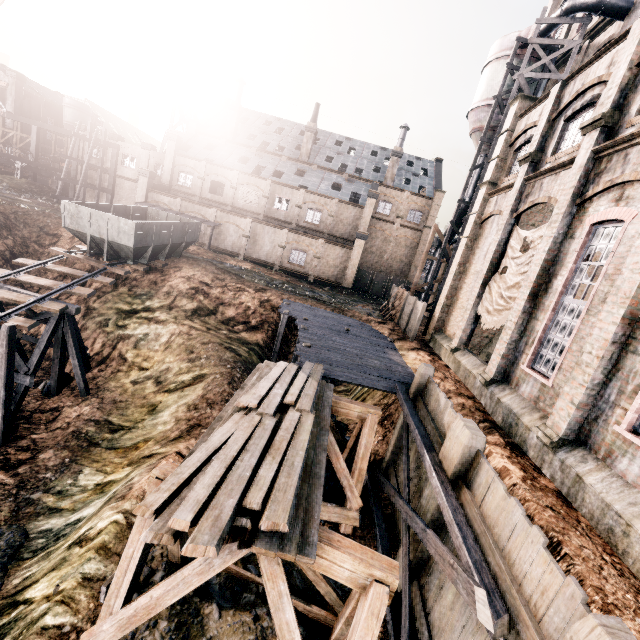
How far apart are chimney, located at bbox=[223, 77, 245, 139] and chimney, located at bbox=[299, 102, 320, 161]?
9.47m

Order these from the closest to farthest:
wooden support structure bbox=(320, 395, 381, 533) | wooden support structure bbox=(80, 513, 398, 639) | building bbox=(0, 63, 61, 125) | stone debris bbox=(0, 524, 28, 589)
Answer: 1. wooden support structure bbox=(80, 513, 398, 639)
2. stone debris bbox=(0, 524, 28, 589)
3. wooden support structure bbox=(320, 395, 381, 533)
4. building bbox=(0, 63, 61, 125)

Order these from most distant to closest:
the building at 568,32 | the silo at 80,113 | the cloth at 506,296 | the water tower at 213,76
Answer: the silo at 80,113 → the water tower at 213,76 → the building at 568,32 → the cloth at 506,296

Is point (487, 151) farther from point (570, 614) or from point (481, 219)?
point (570, 614)

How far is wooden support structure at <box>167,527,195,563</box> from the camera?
7.7 meters

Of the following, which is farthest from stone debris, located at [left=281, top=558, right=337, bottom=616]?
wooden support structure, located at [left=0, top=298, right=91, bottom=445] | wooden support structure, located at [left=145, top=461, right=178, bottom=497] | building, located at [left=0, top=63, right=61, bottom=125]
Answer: building, located at [left=0, top=63, right=61, bottom=125]

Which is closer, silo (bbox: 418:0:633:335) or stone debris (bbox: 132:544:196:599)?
stone debris (bbox: 132:544:196:599)

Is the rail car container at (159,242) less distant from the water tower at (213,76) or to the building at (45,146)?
the water tower at (213,76)
